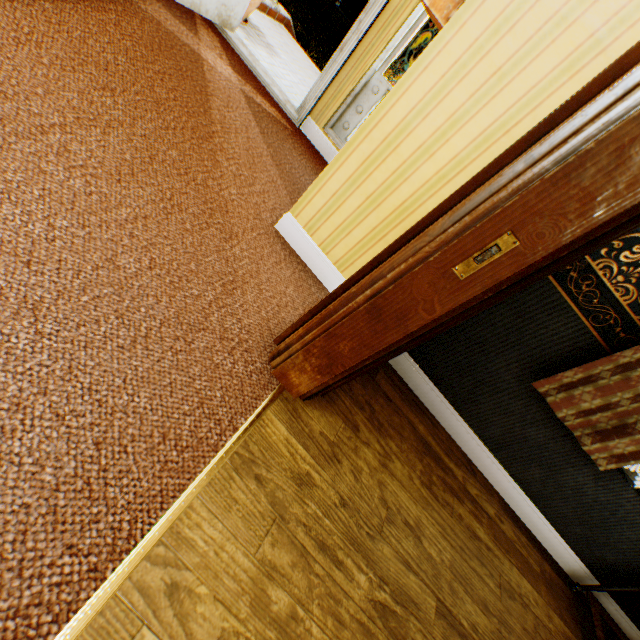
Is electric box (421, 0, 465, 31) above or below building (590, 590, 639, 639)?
above

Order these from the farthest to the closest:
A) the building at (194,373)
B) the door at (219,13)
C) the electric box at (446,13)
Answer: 1. the door at (219,13)
2. the electric box at (446,13)
3. the building at (194,373)

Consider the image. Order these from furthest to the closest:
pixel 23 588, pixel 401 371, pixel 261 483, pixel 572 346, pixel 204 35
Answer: pixel 204 35 < pixel 401 371 < pixel 572 346 < pixel 261 483 < pixel 23 588

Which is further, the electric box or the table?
the table

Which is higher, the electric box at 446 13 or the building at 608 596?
the electric box at 446 13

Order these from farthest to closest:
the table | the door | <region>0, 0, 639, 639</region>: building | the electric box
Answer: the door → the table → the electric box → <region>0, 0, 639, 639</region>: building

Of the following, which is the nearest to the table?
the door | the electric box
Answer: the electric box

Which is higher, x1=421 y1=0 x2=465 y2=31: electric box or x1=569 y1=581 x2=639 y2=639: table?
x1=421 y1=0 x2=465 y2=31: electric box
